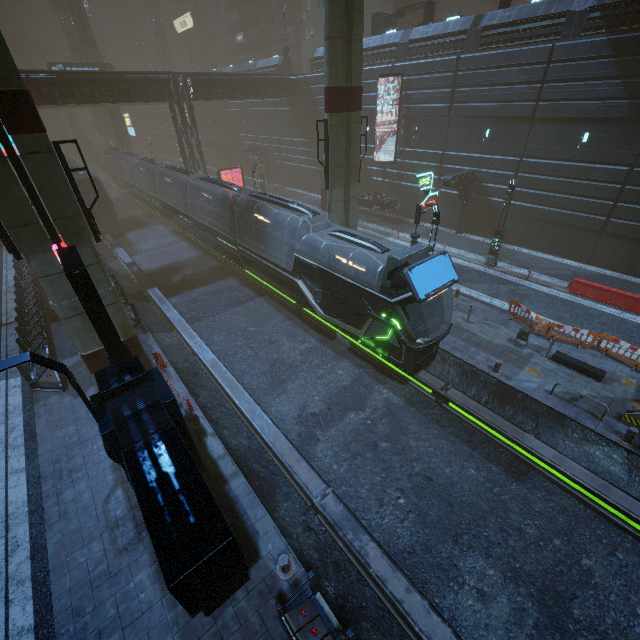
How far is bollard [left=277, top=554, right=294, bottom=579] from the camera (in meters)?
7.69

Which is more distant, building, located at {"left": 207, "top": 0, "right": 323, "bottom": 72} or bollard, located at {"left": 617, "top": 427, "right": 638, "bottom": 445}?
building, located at {"left": 207, "top": 0, "right": 323, "bottom": 72}

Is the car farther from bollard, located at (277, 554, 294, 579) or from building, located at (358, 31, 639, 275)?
bollard, located at (277, 554, 294, 579)

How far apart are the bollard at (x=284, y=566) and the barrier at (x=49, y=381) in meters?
11.4 m

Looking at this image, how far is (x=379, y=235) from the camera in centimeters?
2733cm

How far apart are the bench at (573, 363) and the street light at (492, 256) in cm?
905

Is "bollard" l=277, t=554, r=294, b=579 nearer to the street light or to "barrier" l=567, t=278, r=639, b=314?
"barrier" l=567, t=278, r=639, b=314

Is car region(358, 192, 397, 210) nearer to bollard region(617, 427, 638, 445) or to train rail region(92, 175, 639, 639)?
train rail region(92, 175, 639, 639)
